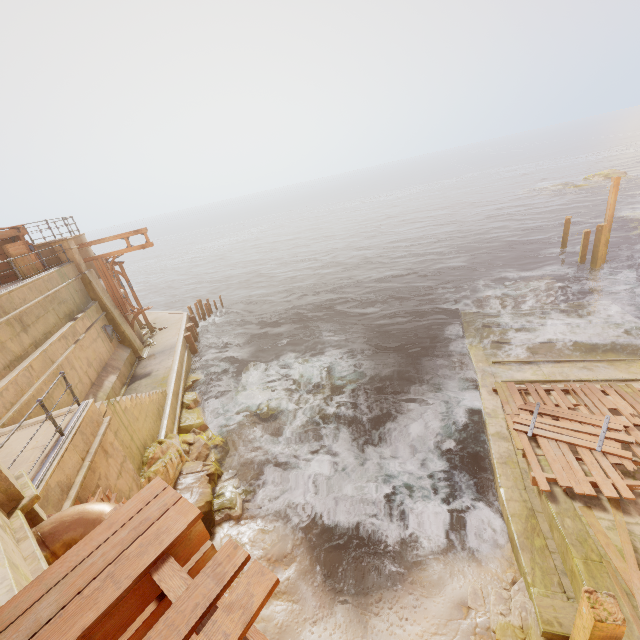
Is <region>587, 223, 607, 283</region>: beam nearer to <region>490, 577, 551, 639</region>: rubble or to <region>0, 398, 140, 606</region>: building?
<region>490, 577, 551, 639</region>: rubble

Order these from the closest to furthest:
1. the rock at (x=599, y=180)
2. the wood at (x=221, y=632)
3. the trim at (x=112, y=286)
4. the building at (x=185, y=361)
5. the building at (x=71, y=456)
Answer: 1. the wood at (x=221, y=632)
2. the building at (x=71, y=456)
3. the building at (x=185, y=361)
4. the trim at (x=112, y=286)
5. the rock at (x=599, y=180)

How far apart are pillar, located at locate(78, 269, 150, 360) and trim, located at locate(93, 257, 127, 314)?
0.13m

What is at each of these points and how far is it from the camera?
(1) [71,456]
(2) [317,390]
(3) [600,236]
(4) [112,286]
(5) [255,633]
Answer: (1) building, 6.6m
(2) rock, 15.1m
(3) beam, 19.0m
(4) trim, 17.6m
(5) trim, 2.1m

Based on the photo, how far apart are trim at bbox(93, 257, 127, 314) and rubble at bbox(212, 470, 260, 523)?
11.9 meters

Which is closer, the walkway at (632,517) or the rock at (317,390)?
the walkway at (632,517)

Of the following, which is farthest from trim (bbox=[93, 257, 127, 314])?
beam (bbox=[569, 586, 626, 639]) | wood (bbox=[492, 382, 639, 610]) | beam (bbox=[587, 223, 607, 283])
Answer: beam (bbox=[587, 223, 607, 283])

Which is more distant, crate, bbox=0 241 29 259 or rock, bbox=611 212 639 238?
rock, bbox=611 212 639 238
